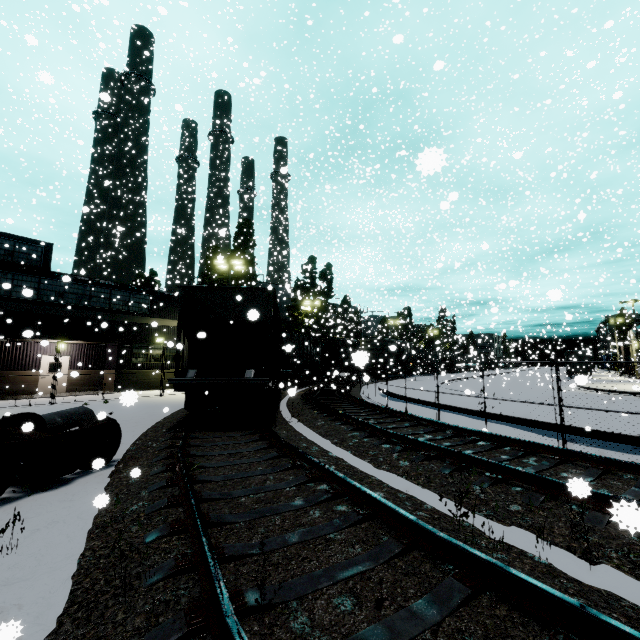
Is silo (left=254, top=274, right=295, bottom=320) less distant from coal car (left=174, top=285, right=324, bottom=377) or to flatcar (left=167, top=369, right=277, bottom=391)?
coal car (left=174, top=285, right=324, bottom=377)

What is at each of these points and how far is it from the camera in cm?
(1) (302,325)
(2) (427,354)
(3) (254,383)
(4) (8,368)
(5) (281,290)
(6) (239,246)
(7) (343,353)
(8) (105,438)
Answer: (1) tree, 4128
(2) coal car, 5125
(3) flatcar, 958
(4) building, 1966
(5) silo, 4678
(6) tree, 3881
(7) cargo car, 3856
(8) bogie, 631

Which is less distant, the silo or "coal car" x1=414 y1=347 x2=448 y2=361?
the silo

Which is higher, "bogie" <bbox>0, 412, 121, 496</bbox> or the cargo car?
the cargo car

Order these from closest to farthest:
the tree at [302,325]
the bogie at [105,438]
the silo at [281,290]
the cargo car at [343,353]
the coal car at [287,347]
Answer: the bogie at [105,438] < the coal car at [287,347] < the silo at [281,290] < the cargo car at [343,353] < the tree at [302,325]

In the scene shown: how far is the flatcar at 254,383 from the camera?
9.30m

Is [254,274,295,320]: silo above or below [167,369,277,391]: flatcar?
above

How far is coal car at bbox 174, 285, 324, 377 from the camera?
10.0m
